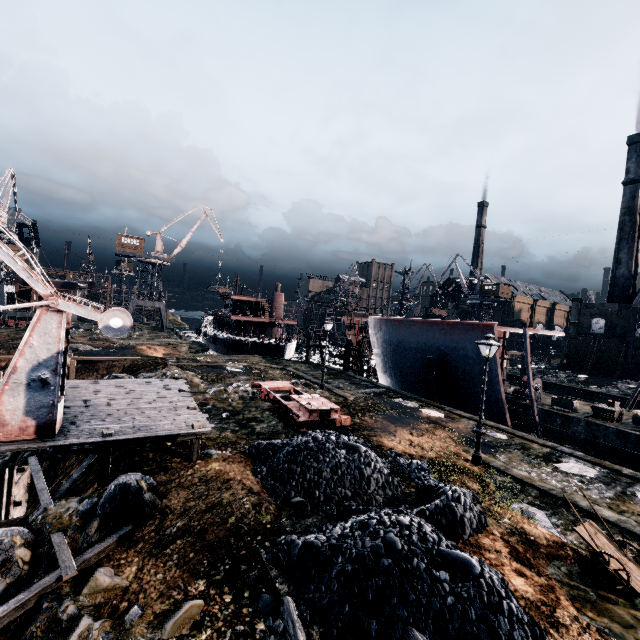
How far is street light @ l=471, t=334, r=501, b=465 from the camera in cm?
1426

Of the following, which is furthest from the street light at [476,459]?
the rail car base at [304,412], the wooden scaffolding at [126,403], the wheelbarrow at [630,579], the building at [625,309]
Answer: the building at [625,309]

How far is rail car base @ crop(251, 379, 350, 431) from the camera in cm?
1563

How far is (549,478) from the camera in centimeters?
1388cm

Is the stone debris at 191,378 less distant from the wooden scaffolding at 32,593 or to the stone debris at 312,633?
the wooden scaffolding at 32,593

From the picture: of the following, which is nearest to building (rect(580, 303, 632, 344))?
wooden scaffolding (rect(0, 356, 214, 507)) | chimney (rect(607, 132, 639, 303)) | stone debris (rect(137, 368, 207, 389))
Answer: wooden scaffolding (rect(0, 356, 214, 507))

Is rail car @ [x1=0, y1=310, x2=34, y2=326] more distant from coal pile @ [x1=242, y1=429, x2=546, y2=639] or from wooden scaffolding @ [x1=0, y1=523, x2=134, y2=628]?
coal pile @ [x1=242, y1=429, x2=546, y2=639]

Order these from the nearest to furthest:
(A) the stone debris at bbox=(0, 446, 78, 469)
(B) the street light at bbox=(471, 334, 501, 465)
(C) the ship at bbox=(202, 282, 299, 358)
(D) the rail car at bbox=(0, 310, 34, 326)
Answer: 1. (A) the stone debris at bbox=(0, 446, 78, 469)
2. (B) the street light at bbox=(471, 334, 501, 465)
3. (D) the rail car at bbox=(0, 310, 34, 326)
4. (C) the ship at bbox=(202, 282, 299, 358)
